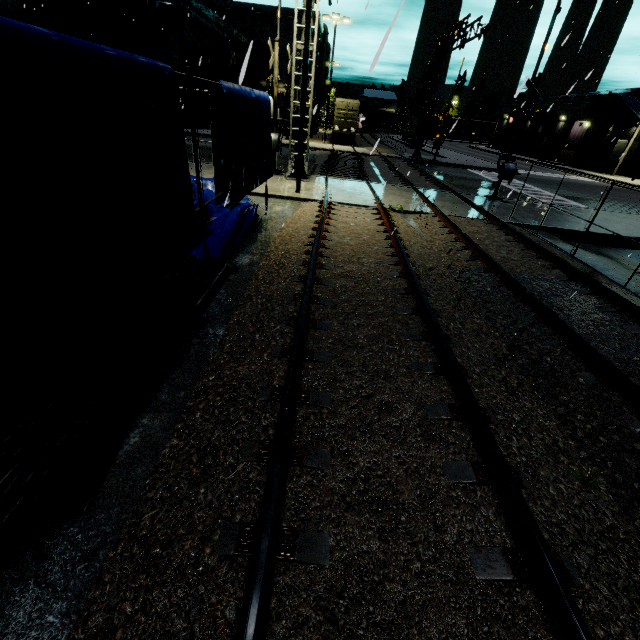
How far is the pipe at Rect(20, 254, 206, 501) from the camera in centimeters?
288cm

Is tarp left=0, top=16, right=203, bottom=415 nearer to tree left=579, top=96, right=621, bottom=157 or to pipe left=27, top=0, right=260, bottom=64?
pipe left=27, top=0, right=260, bottom=64

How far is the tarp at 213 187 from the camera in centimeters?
546cm

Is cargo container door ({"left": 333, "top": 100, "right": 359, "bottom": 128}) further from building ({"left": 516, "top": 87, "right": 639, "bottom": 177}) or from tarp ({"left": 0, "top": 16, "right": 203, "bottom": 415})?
tarp ({"left": 0, "top": 16, "right": 203, "bottom": 415})

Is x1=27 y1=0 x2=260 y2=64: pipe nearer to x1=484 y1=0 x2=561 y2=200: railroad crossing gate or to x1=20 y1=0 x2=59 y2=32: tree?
x1=20 y1=0 x2=59 y2=32: tree

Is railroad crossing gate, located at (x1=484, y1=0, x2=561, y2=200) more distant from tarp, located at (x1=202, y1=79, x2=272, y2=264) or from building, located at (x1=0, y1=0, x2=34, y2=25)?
building, located at (x1=0, y1=0, x2=34, y2=25)

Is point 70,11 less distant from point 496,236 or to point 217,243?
point 217,243

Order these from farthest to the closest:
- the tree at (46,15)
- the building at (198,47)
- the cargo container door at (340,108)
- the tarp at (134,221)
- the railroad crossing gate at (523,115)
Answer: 1. the cargo container door at (340,108)
2. the building at (198,47)
3. the tree at (46,15)
4. the railroad crossing gate at (523,115)
5. the tarp at (134,221)
